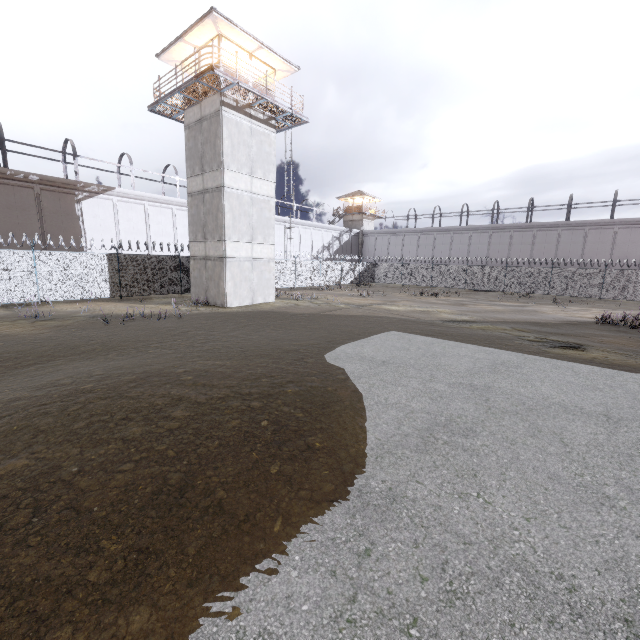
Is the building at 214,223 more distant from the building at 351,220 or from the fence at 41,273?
the building at 351,220

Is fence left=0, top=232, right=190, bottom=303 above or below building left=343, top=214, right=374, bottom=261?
below

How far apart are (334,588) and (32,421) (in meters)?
5.33

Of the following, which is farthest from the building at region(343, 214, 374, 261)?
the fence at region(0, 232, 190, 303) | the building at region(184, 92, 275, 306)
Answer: the building at region(184, 92, 275, 306)

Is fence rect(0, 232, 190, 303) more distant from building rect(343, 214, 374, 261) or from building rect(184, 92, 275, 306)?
building rect(343, 214, 374, 261)

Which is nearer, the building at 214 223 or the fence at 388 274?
the building at 214 223

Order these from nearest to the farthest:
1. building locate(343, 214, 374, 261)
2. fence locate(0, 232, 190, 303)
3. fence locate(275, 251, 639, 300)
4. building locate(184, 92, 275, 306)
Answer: fence locate(0, 232, 190, 303), building locate(184, 92, 275, 306), fence locate(275, 251, 639, 300), building locate(343, 214, 374, 261)
